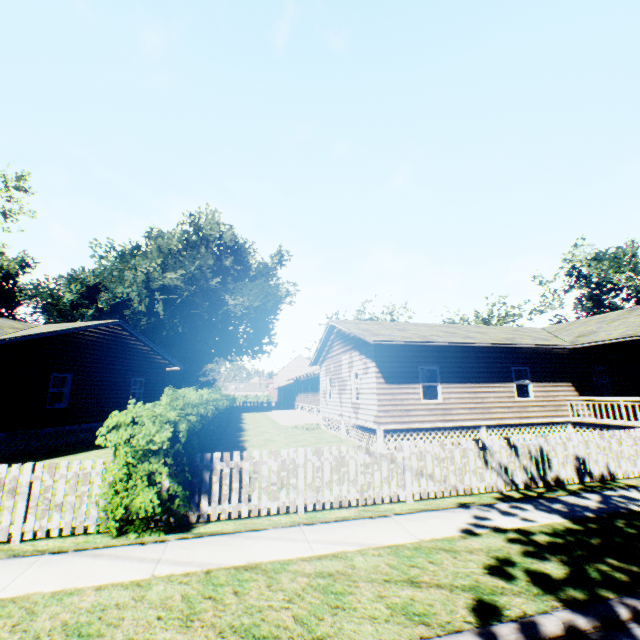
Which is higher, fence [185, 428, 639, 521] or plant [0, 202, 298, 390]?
plant [0, 202, 298, 390]

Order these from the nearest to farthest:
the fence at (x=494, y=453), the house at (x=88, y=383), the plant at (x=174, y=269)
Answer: the fence at (x=494, y=453) → the house at (x=88, y=383) → the plant at (x=174, y=269)

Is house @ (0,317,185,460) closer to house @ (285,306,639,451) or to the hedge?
the hedge

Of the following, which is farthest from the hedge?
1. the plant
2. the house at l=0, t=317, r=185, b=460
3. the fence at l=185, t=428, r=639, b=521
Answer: the plant

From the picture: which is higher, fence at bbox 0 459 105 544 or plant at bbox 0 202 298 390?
plant at bbox 0 202 298 390

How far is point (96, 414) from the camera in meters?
17.2 m

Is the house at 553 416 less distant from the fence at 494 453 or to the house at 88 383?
the fence at 494 453

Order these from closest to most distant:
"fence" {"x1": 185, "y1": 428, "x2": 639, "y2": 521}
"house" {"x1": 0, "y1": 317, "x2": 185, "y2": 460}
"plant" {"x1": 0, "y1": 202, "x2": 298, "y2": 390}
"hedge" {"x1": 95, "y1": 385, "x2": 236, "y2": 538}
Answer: "hedge" {"x1": 95, "y1": 385, "x2": 236, "y2": 538} < "fence" {"x1": 185, "y1": 428, "x2": 639, "y2": 521} < "house" {"x1": 0, "y1": 317, "x2": 185, "y2": 460} < "plant" {"x1": 0, "y1": 202, "x2": 298, "y2": 390}
